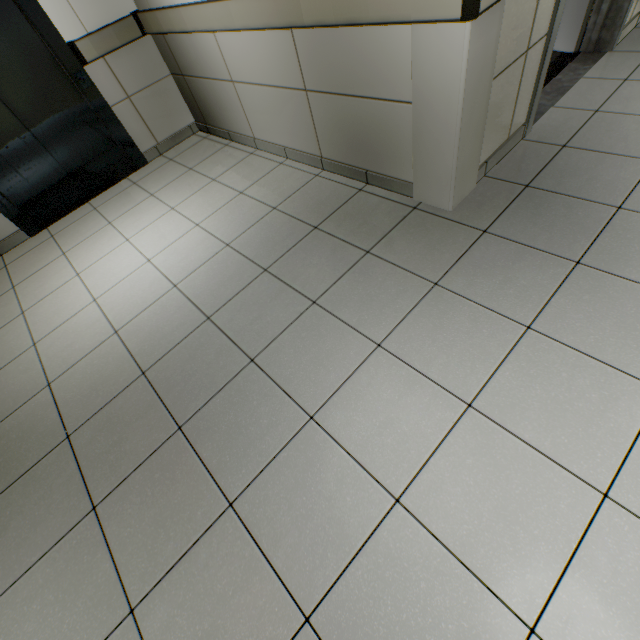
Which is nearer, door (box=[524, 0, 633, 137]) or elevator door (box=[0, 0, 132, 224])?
door (box=[524, 0, 633, 137])

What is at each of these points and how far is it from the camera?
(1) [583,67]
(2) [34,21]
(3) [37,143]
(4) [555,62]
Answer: (1) door, 2.75m
(2) elevator, 2.75m
(3) elevator door, 3.21m
(4) stairs, 2.91m

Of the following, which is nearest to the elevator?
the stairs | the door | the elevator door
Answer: the elevator door

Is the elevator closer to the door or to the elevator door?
the elevator door

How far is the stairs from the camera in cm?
279

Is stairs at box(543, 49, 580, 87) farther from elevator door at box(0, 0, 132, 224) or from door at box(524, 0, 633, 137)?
elevator door at box(0, 0, 132, 224)

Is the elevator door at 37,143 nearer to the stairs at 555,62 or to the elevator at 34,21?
the elevator at 34,21

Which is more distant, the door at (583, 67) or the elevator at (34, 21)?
the elevator at (34, 21)
